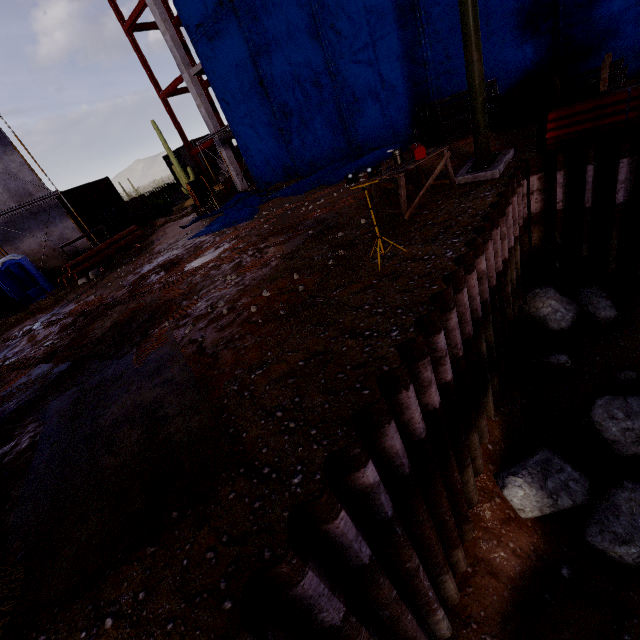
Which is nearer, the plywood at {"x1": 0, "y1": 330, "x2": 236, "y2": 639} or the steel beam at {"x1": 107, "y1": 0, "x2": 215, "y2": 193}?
the plywood at {"x1": 0, "y1": 330, "x2": 236, "y2": 639}

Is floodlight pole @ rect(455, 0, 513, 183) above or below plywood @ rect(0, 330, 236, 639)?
above

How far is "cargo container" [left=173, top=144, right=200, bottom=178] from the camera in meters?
33.5

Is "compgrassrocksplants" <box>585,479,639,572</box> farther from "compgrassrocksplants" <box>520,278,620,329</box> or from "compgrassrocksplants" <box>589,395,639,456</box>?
"compgrassrocksplants" <box>520,278,620,329</box>

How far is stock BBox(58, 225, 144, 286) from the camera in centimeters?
1661cm

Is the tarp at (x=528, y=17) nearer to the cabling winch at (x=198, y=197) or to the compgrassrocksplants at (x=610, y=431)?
the cabling winch at (x=198, y=197)

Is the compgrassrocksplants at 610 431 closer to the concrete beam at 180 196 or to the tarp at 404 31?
the tarp at 404 31

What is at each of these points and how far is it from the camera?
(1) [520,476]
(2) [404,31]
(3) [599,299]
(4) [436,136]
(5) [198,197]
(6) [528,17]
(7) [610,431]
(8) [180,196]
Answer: (1) compgrassrocksplants, 5.7 meters
(2) tarp, 11.8 meters
(3) compgrassrocksplants, 7.3 meters
(4) pipe, 12.7 meters
(5) cabling winch, 20.8 meters
(6) tarp, 9.9 meters
(7) compgrassrocksplants, 5.8 meters
(8) concrete beam, 36.2 meters
